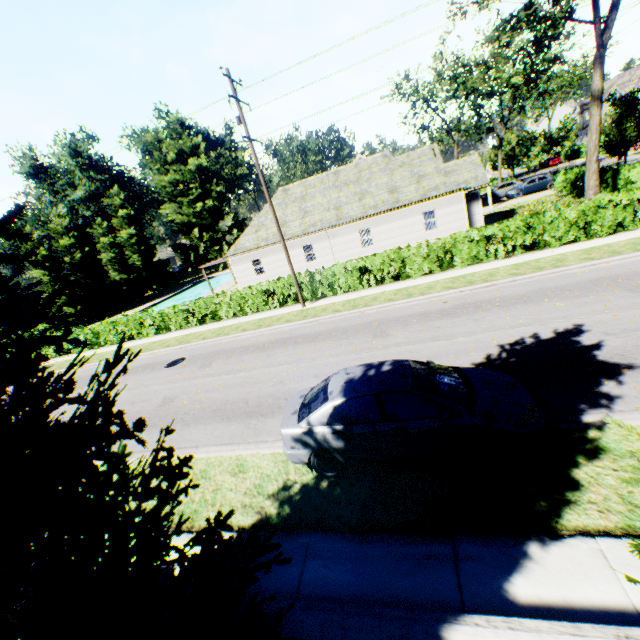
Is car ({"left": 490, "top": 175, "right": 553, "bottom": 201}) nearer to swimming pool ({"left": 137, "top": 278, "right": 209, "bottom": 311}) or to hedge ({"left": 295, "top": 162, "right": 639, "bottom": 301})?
hedge ({"left": 295, "top": 162, "right": 639, "bottom": 301})

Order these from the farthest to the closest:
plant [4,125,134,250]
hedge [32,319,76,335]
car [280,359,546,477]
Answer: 1. plant [4,125,134,250]
2. hedge [32,319,76,335]
3. car [280,359,546,477]

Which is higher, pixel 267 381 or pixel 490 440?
pixel 490 440

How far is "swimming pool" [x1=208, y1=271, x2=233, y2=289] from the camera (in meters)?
51.16

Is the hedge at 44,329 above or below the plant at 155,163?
below

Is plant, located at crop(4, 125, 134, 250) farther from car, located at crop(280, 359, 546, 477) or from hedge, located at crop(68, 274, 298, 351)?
car, located at crop(280, 359, 546, 477)

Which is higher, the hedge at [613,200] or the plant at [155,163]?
the plant at [155,163]

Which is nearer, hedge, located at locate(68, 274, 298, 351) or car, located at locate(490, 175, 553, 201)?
hedge, located at locate(68, 274, 298, 351)
